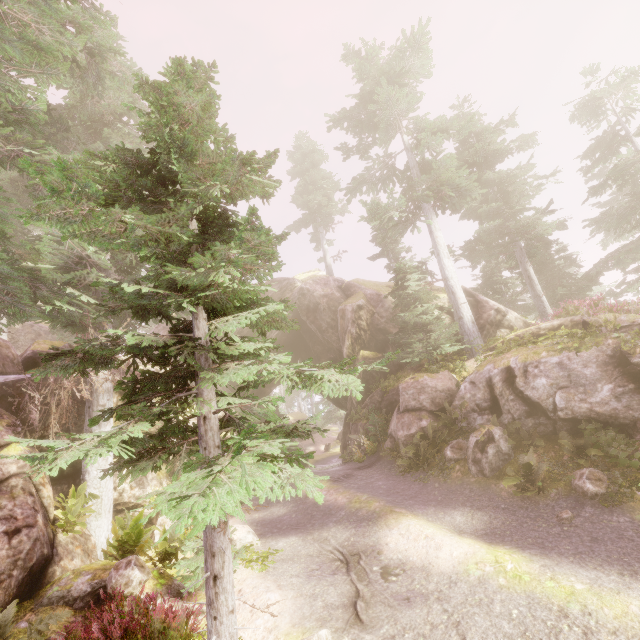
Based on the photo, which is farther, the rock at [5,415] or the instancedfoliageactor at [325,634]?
the rock at [5,415]

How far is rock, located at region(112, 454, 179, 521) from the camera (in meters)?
12.09

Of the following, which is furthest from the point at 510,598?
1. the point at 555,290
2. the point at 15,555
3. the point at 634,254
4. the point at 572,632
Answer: the point at 634,254

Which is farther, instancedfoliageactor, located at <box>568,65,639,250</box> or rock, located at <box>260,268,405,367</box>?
instancedfoliageactor, located at <box>568,65,639,250</box>

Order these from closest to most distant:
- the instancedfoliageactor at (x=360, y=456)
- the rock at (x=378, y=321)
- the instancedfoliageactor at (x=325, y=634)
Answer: the instancedfoliageactor at (x=325, y=634)
the instancedfoliageactor at (x=360, y=456)
the rock at (x=378, y=321)

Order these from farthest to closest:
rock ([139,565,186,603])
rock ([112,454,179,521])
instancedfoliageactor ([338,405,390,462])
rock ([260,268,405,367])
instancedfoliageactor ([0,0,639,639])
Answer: rock ([260,268,405,367])
instancedfoliageactor ([338,405,390,462])
rock ([112,454,179,521])
rock ([139,565,186,603])
instancedfoliageactor ([0,0,639,639])
